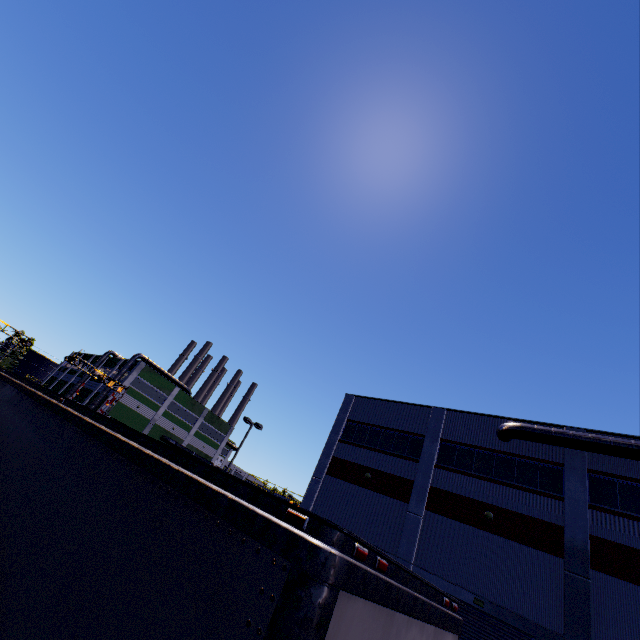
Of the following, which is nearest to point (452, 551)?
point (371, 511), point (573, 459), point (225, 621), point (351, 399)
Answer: point (371, 511)

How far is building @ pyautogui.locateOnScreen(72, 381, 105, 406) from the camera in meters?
55.4 m

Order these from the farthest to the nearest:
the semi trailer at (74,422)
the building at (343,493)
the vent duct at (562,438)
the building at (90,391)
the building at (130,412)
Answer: the building at (90,391) < the building at (130,412) < the vent duct at (562,438) < the building at (343,493) < the semi trailer at (74,422)

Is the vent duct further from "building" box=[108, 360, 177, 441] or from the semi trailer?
→ the semi trailer

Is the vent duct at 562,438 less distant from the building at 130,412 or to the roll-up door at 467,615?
the building at 130,412

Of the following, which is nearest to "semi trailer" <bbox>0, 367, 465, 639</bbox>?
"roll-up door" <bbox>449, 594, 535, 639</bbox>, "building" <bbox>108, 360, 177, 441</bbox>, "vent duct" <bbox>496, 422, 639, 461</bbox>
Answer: "building" <bbox>108, 360, 177, 441</bbox>

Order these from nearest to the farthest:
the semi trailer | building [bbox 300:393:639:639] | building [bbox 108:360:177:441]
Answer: the semi trailer
building [bbox 300:393:639:639]
building [bbox 108:360:177:441]
